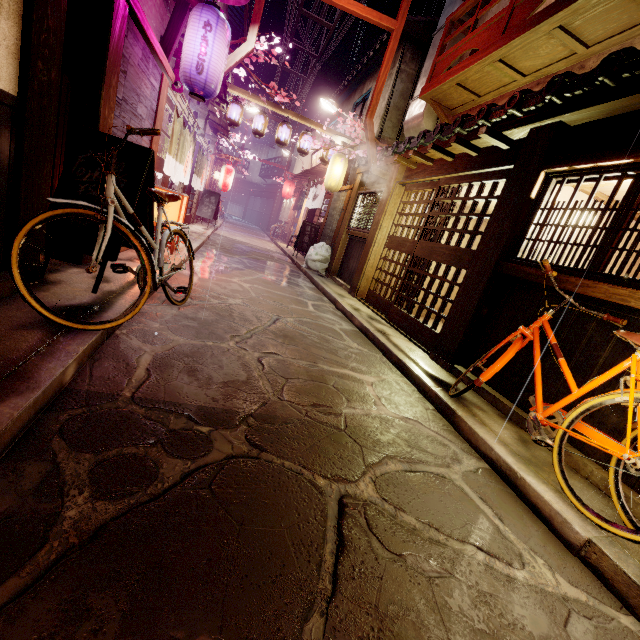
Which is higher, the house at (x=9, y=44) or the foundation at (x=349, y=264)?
the house at (x=9, y=44)

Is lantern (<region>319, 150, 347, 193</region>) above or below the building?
above

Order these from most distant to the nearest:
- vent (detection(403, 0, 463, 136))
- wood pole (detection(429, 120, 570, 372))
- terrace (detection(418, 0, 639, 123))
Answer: vent (detection(403, 0, 463, 136)) < terrace (detection(418, 0, 639, 123)) < wood pole (detection(429, 120, 570, 372))

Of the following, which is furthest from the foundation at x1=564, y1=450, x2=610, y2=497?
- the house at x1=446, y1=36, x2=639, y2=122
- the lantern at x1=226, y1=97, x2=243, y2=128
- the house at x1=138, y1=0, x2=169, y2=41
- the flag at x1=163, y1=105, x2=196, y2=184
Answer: the lantern at x1=226, y1=97, x2=243, y2=128

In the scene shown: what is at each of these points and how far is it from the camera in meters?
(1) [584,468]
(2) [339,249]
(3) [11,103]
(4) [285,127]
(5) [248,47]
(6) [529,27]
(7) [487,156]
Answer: (1) foundation, 5.0 m
(2) wood pole, 18.1 m
(3) foundation, 4.1 m
(4) lantern, 18.9 m
(5) wire stand, 12.0 m
(6) terrace, 8.4 m
(7) wood panel, 8.9 m

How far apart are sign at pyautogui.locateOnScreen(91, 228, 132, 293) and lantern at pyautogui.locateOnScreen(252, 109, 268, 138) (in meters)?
14.70

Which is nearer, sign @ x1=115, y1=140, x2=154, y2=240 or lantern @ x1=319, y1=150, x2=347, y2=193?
sign @ x1=115, y1=140, x2=154, y2=240

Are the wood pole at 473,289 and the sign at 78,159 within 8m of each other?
yes
